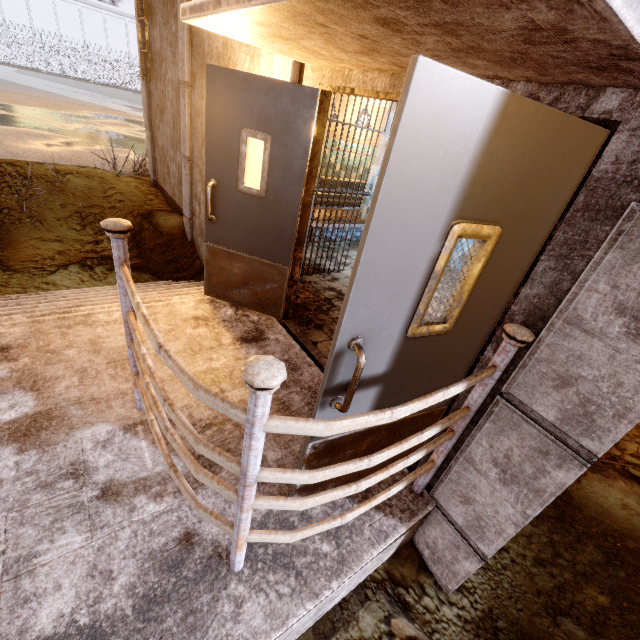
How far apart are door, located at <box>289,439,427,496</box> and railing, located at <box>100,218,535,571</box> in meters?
0.1

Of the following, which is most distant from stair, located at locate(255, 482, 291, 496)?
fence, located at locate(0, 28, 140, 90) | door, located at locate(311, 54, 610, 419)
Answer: fence, located at locate(0, 28, 140, 90)

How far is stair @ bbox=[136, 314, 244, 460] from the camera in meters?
2.2

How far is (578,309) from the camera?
1.3 meters

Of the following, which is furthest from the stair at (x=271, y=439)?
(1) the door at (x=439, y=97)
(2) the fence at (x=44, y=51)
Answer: (2) the fence at (x=44, y=51)

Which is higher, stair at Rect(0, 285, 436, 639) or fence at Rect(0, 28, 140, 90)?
fence at Rect(0, 28, 140, 90)

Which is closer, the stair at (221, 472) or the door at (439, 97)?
the door at (439, 97)
